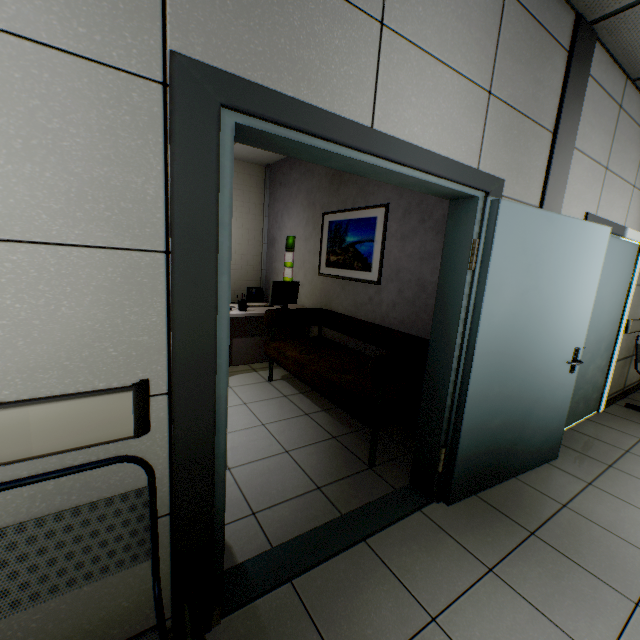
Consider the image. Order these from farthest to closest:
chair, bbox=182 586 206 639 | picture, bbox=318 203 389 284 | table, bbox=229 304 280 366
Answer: table, bbox=229 304 280 366, picture, bbox=318 203 389 284, chair, bbox=182 586 206 639

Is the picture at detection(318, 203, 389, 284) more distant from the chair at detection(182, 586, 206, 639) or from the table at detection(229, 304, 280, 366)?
the chair at detection(182, 586, 206, 639)

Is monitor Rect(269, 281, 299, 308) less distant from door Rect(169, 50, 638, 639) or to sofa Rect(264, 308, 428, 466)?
sofa Rect(264, 308, 428, 466)

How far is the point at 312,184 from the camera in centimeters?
479cm

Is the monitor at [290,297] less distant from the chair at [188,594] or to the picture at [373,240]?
the picture at [373,240]

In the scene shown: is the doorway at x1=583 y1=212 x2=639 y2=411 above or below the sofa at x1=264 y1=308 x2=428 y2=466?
above

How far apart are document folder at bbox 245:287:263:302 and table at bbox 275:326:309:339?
1.0 meters

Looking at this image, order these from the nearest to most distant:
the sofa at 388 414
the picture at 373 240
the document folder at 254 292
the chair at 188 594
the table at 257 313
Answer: the chair at 188 594, the sofa at 388 414, the picture at 373 240, the table at 257 313, the document folder at 254 292
